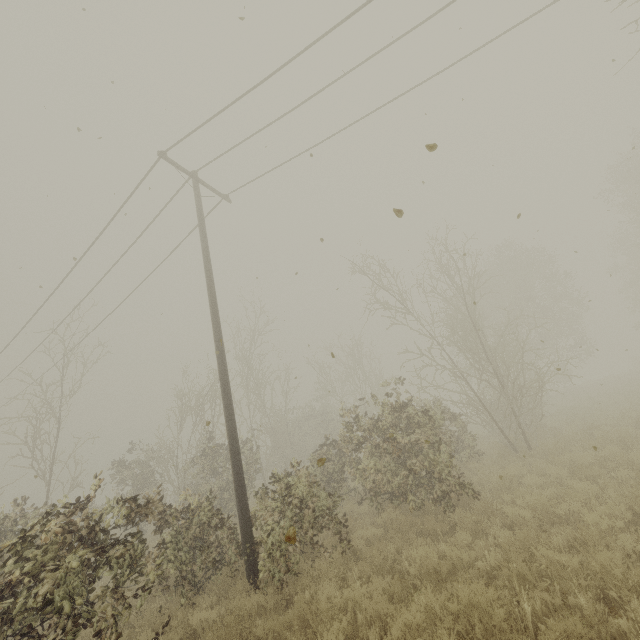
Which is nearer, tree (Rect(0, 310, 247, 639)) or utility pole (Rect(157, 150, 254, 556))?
tree (Rect(0, 310, 247, 639))

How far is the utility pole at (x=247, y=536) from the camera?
7.4 meters

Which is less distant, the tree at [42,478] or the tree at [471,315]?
the tree at [42,478]

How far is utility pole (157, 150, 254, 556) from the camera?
7.4m

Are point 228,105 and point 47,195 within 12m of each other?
yes

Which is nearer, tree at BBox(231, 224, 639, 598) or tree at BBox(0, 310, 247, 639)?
tree at BBox(0, 310, 247, 639)
